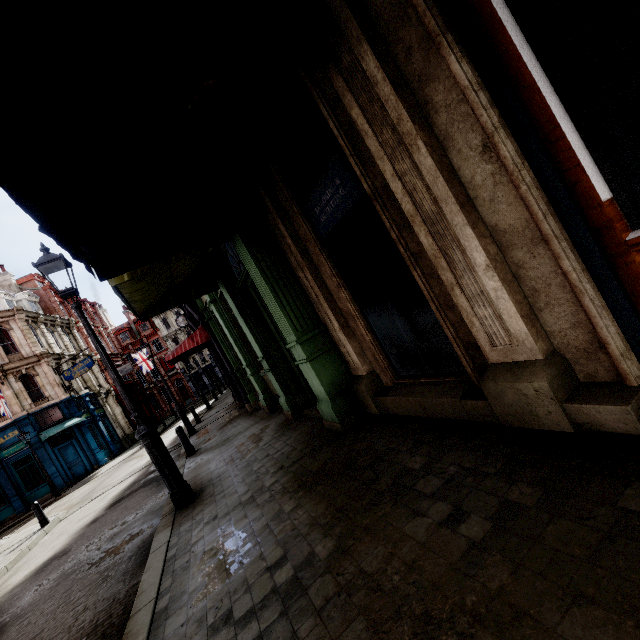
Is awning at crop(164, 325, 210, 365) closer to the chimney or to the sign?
the sign

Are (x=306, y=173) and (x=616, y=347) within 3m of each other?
no

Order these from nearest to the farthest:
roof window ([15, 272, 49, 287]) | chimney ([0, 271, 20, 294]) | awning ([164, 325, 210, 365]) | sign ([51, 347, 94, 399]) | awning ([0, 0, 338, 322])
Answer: awning ([0, 0, 338, 322]), awning ([164, 325, 210, 365]), sign ([51, 347, 94, 399]), chimney ([0, 271, 20, 294]), roof window ([15, 272, 49, 287])

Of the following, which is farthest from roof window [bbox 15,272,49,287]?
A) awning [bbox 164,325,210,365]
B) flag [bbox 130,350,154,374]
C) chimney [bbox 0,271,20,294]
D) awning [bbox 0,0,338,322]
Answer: awning [bbox 0,0,338,322]

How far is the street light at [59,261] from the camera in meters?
5.2 m

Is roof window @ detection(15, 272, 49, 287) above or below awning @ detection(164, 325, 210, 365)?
above

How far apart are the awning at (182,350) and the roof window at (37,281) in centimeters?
3072cm

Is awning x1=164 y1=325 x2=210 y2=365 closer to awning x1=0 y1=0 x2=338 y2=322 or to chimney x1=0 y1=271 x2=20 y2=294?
awning x1=0 y1=0 x2=338 y2=322
